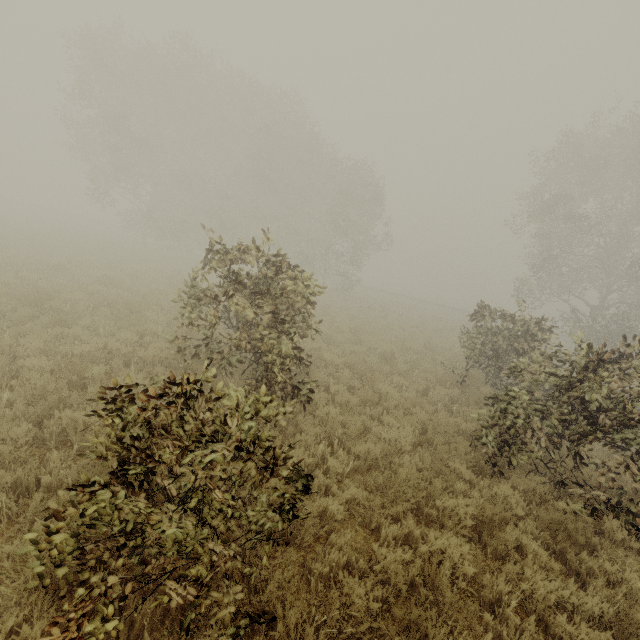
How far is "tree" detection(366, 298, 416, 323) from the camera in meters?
23.0 m

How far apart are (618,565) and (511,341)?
7.4m

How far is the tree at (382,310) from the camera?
23.0m

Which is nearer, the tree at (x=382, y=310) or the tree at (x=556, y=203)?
the tree at (x=556, y=203)

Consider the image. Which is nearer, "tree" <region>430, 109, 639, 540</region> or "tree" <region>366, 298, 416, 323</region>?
"tree" <region>430, 109, 639, 540</region>

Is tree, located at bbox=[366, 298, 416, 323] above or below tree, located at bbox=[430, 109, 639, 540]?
below
